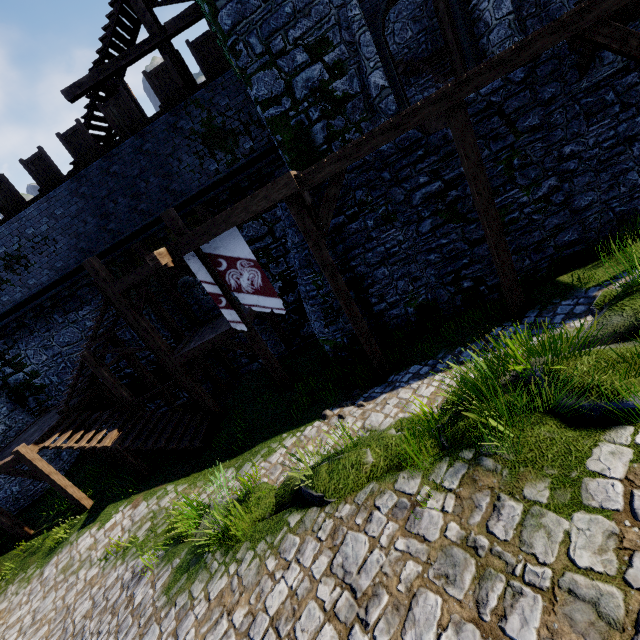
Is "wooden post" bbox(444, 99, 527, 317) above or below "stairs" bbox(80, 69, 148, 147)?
below

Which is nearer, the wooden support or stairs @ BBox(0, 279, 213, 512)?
the wooden support

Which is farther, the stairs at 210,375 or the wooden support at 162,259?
the stairs at 210,375

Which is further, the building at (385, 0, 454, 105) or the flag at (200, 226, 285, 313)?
the building at (385, 0, 454, 105)

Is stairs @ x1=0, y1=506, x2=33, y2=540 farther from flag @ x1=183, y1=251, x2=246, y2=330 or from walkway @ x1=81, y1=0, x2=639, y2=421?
flag @ x1=183, y1=251, x2=246, y2=330

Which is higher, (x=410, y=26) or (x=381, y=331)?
(x=410, y=26)

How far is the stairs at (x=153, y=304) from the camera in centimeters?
1234cm

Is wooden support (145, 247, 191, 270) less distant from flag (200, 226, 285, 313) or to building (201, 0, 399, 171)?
flag (200, 226, 285, 313)
